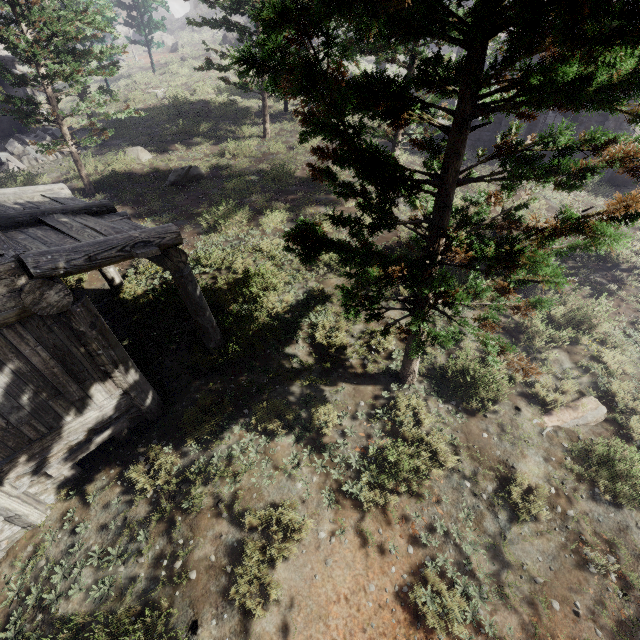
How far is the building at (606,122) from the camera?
15.9 meters

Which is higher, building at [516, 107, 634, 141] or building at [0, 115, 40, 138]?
building at [516, 107, 634, 141]

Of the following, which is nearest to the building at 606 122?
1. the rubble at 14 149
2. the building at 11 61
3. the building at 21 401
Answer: the building at 21 401

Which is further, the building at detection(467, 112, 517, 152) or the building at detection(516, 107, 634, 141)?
the building at detection(467, 112, 517, 152)

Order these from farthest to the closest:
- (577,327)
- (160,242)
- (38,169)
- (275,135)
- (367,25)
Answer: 1. (275,135)
2. (38,169)
3. (577,327)
4. (160,242)
5. (367,25)

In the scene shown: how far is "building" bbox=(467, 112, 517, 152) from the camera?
17.8m

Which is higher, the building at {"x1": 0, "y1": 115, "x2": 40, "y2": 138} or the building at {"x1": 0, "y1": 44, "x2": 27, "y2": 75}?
the building at {"x1": 0, "y1": 44, "x2": 27, "y2": 75}
